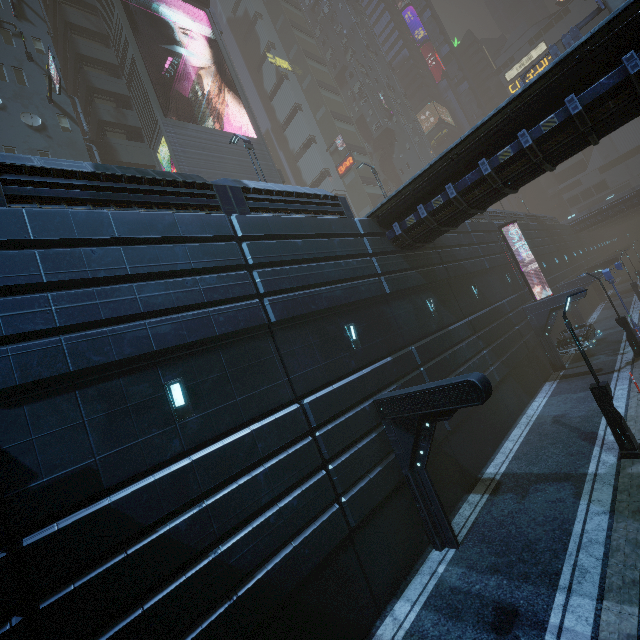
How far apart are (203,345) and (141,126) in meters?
26.1 m

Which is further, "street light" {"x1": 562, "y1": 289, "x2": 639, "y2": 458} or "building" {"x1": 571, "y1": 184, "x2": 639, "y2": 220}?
"building" {"x1": 571, "y1": 184, "x2": 639, "y2": 220}

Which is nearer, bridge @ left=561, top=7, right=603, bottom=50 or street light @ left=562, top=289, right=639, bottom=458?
street light @ left=562, top=289, right=639, bottom=458

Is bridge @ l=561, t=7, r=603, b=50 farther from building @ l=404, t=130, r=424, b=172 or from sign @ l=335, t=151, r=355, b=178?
sign @ l=335, t=151, r=355, b=178

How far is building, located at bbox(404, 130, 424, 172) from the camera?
59.1m

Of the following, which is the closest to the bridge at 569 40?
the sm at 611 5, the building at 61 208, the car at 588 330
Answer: the sm at 611 5

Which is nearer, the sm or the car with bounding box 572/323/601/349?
the car with bounding box 572/323/601/349

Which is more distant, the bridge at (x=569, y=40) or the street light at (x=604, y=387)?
the bridge at (x=569, y=40)
